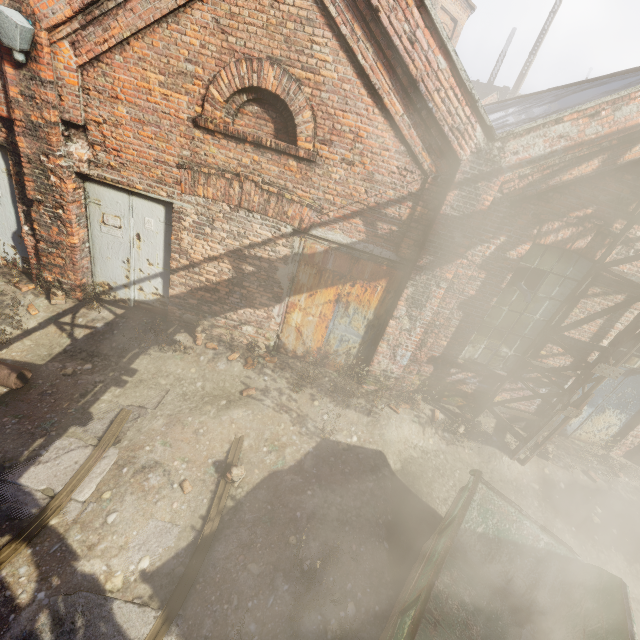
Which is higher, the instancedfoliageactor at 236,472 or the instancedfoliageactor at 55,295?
the instancedfoliageactor at 55,295

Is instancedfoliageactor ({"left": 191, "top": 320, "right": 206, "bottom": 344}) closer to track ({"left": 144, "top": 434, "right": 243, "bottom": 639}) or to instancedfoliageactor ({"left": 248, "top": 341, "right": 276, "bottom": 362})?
instancedfoliageactor ({"left": 248, "top": 341, "right": 276, "bottom": 362})

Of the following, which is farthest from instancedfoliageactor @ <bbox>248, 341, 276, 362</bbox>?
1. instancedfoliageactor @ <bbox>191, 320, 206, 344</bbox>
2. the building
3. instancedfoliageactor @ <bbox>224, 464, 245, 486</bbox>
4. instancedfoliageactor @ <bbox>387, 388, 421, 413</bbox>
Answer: the building

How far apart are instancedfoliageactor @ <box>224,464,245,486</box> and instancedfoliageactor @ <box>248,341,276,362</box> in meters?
1.9 m

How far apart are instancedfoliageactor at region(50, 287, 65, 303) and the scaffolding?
9.0 meters

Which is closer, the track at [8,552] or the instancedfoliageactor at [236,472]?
the track at [8,552]

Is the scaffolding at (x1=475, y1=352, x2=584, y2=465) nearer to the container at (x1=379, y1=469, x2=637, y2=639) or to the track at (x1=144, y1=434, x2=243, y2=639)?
the container at (x1=379, y1=469, x2=637, y2=639)

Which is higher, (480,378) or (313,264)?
(313,264)
